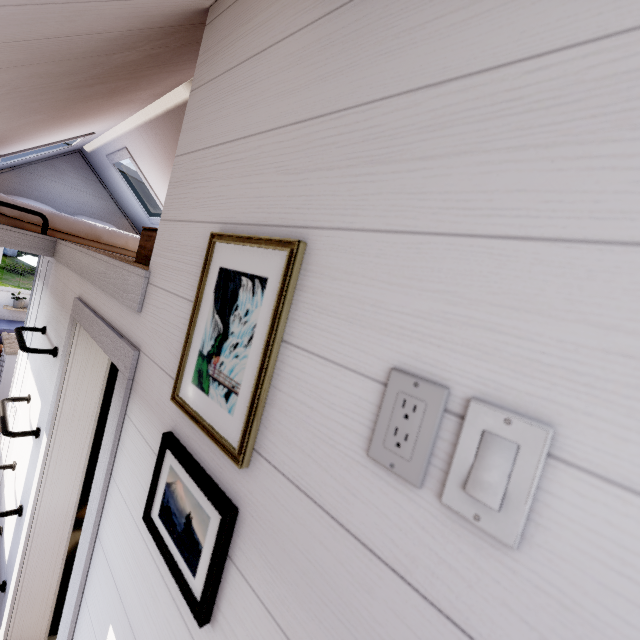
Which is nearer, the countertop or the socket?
the socket

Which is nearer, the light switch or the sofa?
the light switch

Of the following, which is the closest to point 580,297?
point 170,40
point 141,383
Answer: point 141,383

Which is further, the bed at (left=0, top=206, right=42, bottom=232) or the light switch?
the bed at (left=0, top=206, right=42, bottom=232)

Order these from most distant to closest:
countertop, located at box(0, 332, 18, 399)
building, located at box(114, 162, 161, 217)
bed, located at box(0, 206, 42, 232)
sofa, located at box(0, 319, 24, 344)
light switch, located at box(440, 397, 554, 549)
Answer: sofa, located at box(0, 319, 24, 344), building, located at box(114, 162, 161, 217), countertop, located at box(0, 332, 18, 399), bed, located at box(0, 206, 42, 232), light switch, located at box(440, 397, 554, 549)

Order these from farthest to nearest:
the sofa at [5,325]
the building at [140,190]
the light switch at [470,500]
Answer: the sofa at [5,325]
the building at [140,190]
the light switch at [470,500]

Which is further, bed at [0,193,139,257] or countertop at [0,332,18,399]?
countertop at [0,332,18,399]

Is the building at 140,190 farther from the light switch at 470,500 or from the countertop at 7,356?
the light switch at 470,500
